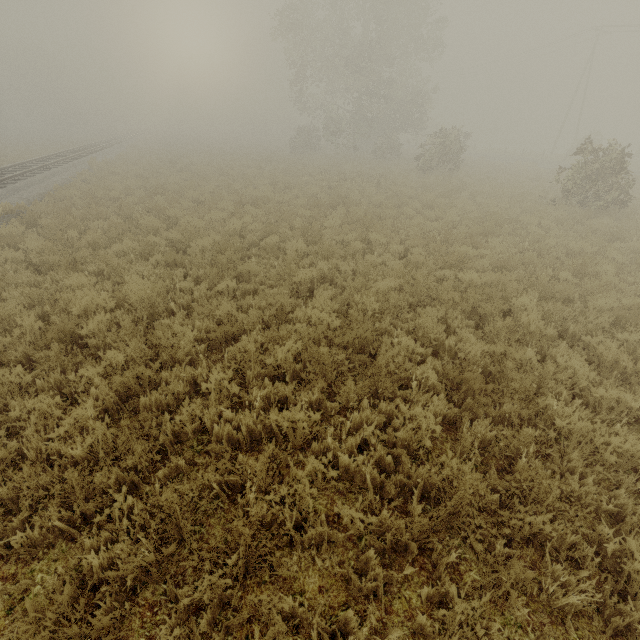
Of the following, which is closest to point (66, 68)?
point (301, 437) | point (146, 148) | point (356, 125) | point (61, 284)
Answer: point (146, 148)
